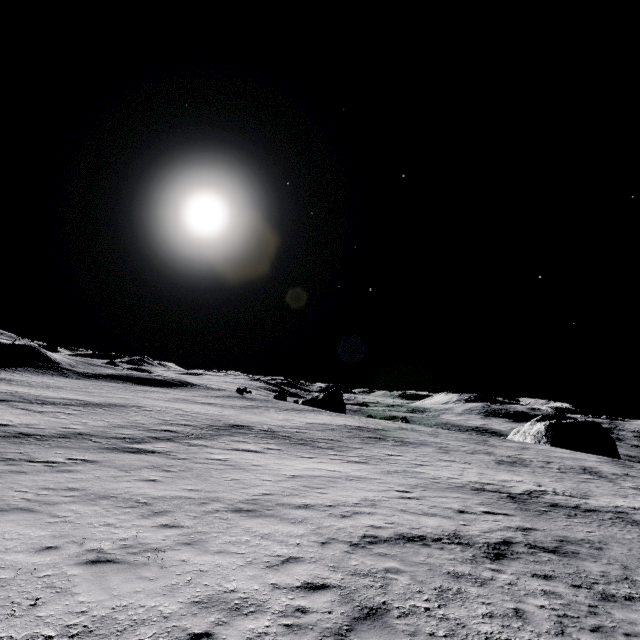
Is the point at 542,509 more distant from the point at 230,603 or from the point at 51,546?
the point at 51,546

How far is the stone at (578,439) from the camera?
49.7 meters

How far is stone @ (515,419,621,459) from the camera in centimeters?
4969cm
